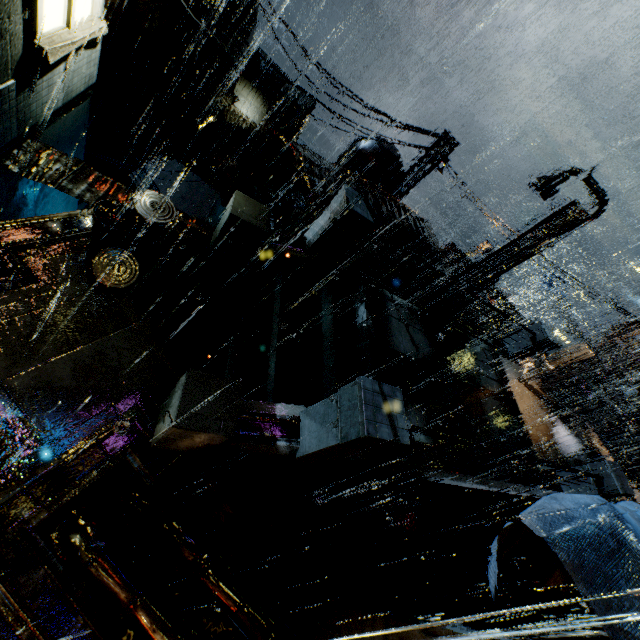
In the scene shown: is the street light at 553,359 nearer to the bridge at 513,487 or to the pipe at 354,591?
the bridge at 513,487

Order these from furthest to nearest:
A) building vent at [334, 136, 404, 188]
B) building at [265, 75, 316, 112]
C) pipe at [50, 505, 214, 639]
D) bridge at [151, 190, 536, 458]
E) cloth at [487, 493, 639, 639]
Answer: building at [265, 75, 316, 112] < building vent at [334, 136, 404, 188] < bridge at [151, 190, 536, 458] < pipe at [50, 505, 214, 639] < cloth at [487, 493, 639, 639]

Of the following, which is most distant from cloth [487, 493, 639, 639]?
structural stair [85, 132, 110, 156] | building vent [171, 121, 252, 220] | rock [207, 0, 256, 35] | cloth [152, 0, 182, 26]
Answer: rock [207, 0, 256, 35]

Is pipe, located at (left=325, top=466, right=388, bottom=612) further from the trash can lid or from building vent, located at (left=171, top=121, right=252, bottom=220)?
building vent, located at (left=171, top=121, right=252, bottom=220)

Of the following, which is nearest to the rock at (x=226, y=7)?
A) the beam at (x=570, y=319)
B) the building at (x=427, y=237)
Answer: the building at (x=427, y=237)

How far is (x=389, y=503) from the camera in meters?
8.1

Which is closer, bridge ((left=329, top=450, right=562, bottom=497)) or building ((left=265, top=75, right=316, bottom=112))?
bridge ((left=329, top=450, right=562, bottom=497))

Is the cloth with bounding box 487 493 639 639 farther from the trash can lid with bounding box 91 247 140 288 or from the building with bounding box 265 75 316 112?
the trash can lid with bounding box 91 247 140 288
